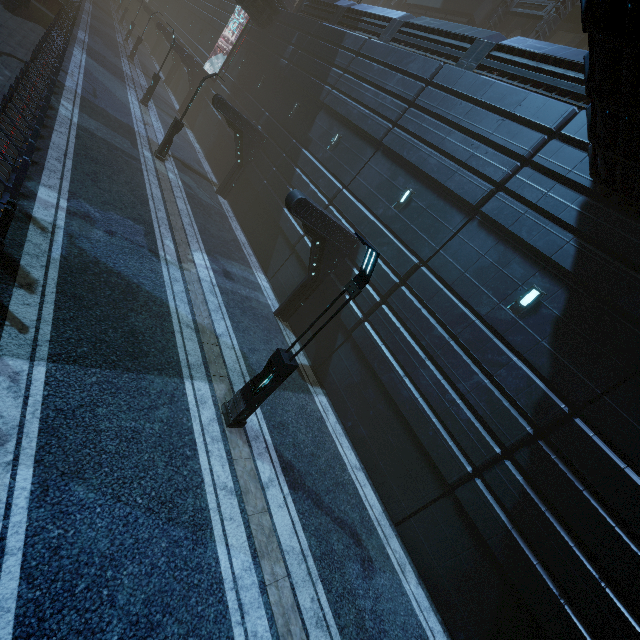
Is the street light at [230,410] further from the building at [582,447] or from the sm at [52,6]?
the sm at [52,6]

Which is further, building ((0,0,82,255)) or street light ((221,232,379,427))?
building ((0,0,82,255))

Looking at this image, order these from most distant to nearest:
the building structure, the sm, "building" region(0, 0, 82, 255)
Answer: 1. the sm
2. the building structure
3. "building" region(0, 0, 82, 255)

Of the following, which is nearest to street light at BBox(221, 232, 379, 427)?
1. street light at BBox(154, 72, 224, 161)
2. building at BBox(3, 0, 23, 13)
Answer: building at BBox(3, 0, 23, 13)

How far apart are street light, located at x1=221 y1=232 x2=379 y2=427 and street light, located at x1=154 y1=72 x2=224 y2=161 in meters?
16.7

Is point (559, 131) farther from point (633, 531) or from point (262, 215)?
point (262, 215)

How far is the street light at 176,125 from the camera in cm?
1717

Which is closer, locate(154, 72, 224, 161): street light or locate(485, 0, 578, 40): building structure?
locate(154, 72, 224, 161): street light
